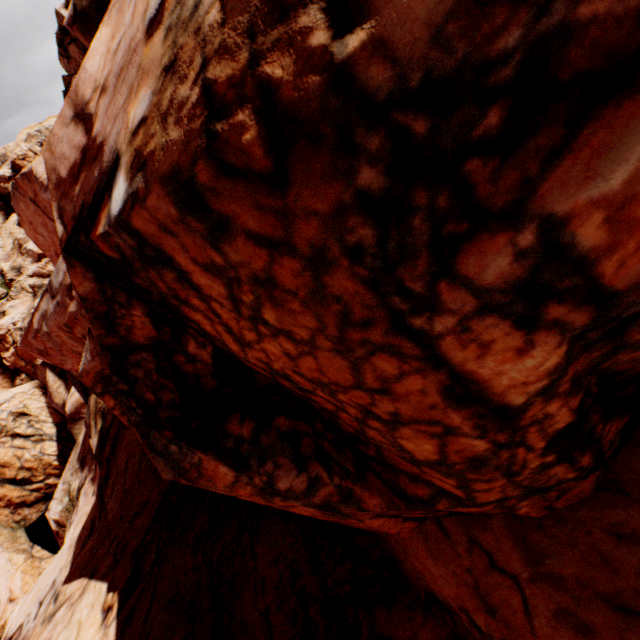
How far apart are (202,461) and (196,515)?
5.26m
